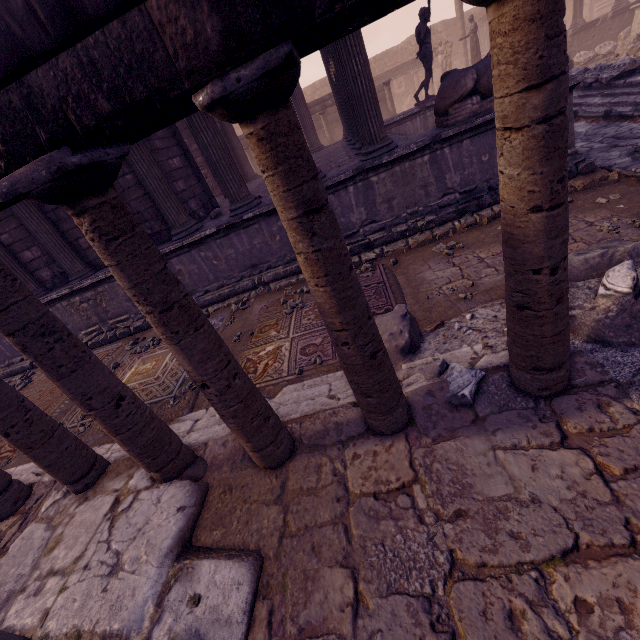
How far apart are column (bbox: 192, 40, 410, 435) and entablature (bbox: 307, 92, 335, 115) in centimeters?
1710cm

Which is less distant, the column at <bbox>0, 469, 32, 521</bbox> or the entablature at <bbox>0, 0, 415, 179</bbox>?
the entablature at <bbox>0, 0, 415, 179</bbox>

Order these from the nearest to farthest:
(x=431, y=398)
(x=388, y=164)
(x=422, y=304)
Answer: (x=431, y=398) < (x=422, y=304) < (x=388, y=164)

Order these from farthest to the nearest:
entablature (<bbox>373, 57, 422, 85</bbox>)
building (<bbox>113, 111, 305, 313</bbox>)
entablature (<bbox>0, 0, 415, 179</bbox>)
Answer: entablature (<bbox>373, 57, 422, 85</bbox>) → building (<bbox>113, 111, 305, 313</bbox>) → entablature (<bbox>0, 0, 415, 179</bbox>)

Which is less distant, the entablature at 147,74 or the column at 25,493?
the entablature at 147,74

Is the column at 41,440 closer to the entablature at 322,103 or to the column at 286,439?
the column at 286,439

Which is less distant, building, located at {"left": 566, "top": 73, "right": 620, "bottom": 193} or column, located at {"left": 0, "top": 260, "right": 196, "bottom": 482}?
column, located at {"left": 0, "top": 260, "right": 196, "bottom": 482}

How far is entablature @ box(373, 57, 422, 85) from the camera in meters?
20.9
